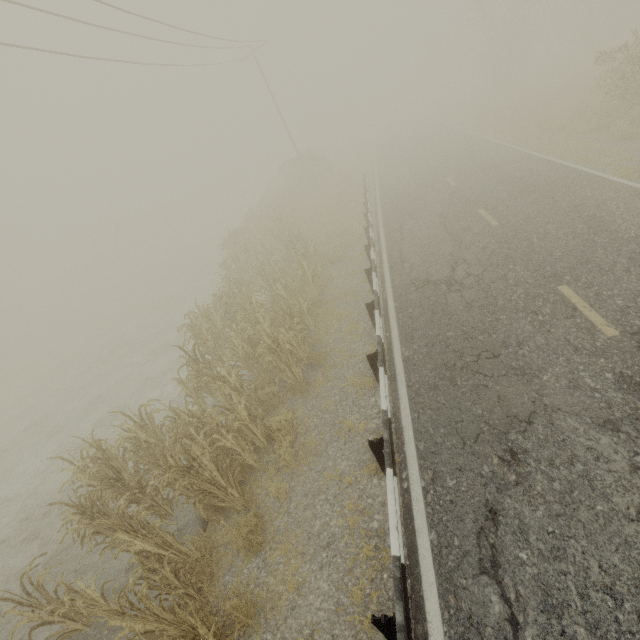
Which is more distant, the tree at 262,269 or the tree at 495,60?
the tree at 495,60

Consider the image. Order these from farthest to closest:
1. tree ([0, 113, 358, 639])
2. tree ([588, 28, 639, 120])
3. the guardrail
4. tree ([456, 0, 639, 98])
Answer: tree ([456, 0, 639, 98]), tree ([588, 28, 639, 120]), tree ([0, 113, 358, 639]), the guardrail

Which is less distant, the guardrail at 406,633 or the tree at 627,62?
the guardrail at 406,633

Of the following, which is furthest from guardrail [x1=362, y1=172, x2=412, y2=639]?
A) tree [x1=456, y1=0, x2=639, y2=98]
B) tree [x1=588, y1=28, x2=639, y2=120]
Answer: tree [x1=456, y1=0, x2=639, y2=98]

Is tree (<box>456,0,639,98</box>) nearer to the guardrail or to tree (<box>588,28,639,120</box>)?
tree (<box>588,28,639,120</box>)

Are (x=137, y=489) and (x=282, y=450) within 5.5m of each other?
yes
